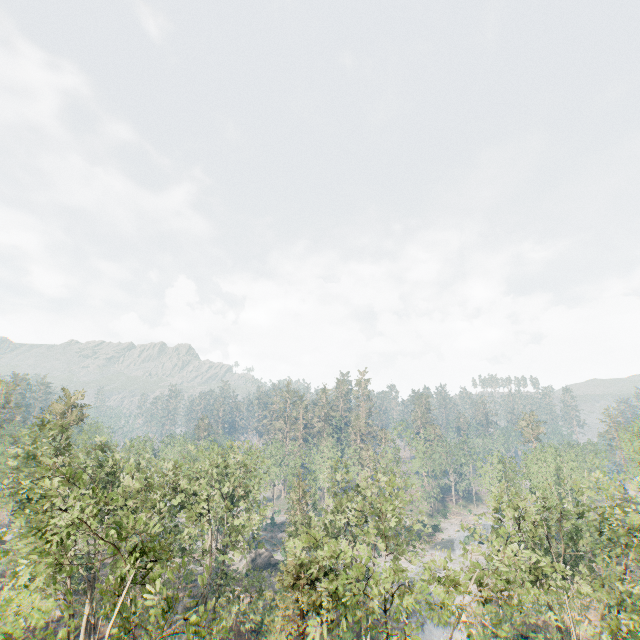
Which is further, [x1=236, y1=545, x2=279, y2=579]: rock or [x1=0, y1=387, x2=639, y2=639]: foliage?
[x1=236, y1=545, x2=279, y2=579]: rock

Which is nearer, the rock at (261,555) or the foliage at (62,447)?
the foliage at (62,447)

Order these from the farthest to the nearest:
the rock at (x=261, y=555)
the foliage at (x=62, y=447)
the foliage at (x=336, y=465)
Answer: the rock at (x=261, y=555) → the foliage at (x=336, y=465) → the foliage at (x=62, y=447)

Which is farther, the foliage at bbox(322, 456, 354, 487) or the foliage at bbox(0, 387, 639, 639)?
the foliage at bbox(322, 456, 354, 487)

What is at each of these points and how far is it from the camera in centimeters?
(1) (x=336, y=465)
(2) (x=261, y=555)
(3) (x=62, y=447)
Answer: (1) foliage, 3881cm
(2) rock, 5281cm
(3) foliage, 2800cm

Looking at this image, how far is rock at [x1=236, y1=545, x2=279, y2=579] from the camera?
50.11m

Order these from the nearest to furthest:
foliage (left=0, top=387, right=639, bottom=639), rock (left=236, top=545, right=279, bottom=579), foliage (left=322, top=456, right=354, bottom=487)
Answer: foliage (left=0, top=387, right=639, bottom=639), foliage (left=322, top=456, right=354, bottom=487), rock (left=236, top=545, right=279, bottom=579)
